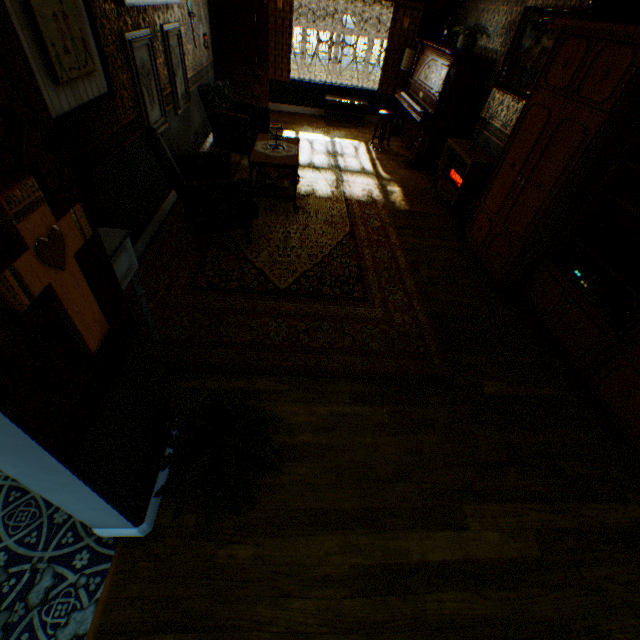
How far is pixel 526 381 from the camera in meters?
3.2

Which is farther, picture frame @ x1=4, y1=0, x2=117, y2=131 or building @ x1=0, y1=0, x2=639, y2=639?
picture frame @ x1=4, y1=0, x2=117, y2=131

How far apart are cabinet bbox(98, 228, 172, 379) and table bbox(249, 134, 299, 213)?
3.0m

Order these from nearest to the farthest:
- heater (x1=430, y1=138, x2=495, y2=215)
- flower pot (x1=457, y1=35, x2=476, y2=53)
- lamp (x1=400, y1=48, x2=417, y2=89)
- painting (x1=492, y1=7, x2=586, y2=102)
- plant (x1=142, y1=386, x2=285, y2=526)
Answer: plant (x1=142, y1=386, x2=285, y2=526) → painting (x1=492, y1=7, x2=586, y2=102) → heater (x1=430, y1=138, x2=495, y2=215) → flower pot (x1=457, y1=35, x2=476, y2=53) → lamp (x1=400, y1=48, x2=417, y2=89)

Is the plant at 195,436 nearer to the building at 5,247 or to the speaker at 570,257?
the building at 5,247

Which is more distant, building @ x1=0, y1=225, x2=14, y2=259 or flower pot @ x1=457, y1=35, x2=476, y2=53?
flower pot @ x1=457, y1=35, x2=476, y2=53

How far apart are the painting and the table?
3.35m

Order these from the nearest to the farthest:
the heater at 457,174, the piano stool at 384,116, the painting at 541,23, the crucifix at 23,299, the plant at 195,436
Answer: the crucifix at 23,299
the plant at 195,436
the painting at 541,23
the heater at 457,174
the piano stool at 384,116
